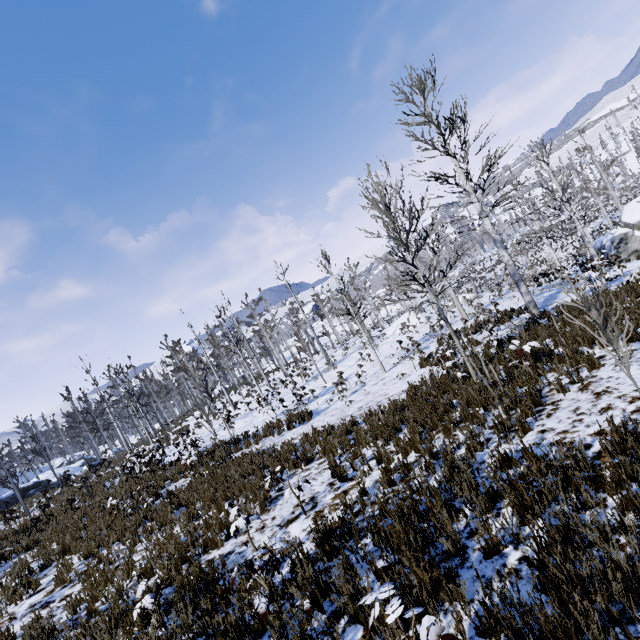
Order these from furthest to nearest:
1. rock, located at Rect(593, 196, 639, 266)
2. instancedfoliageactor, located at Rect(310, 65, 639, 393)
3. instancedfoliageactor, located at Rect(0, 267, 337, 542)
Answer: rock, located at Rect(593, 196, 639, 266), instancedfoliageactor, located at Rect(0, 267, 337, 542), instancedfoliageactor, located at Rect(310, 65, 639, 393)

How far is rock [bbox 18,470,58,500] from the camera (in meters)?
26.94

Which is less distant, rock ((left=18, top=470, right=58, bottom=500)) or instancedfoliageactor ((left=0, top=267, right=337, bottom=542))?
instancedfoliageactor ((left=0, top=267, right=337, bottom=542))

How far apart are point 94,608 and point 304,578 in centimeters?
444cm

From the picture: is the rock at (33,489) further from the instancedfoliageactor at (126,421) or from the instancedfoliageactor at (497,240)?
the instancedfoliageactor at (497,240)

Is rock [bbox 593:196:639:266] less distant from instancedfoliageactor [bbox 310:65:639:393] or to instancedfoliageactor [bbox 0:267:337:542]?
instancedfoliageactor [bbox 310:65:639:393]

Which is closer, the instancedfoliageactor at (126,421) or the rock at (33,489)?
the instancedfoliageactor at (126,421)
